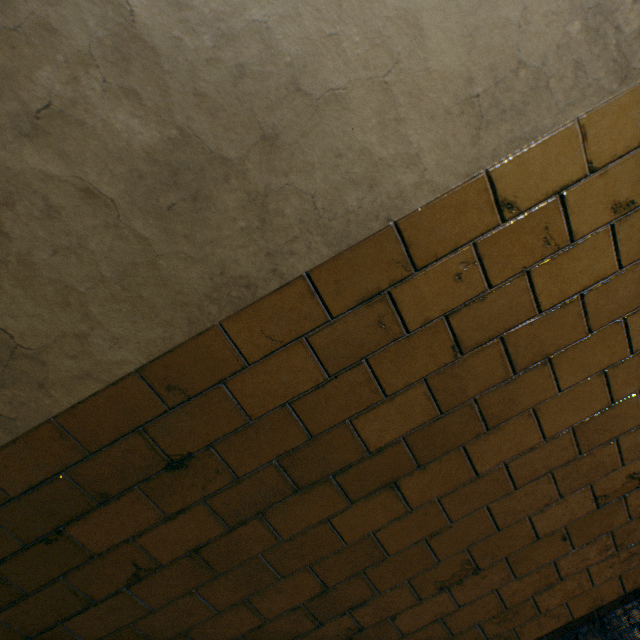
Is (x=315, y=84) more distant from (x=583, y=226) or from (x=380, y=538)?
(x=380, y=538)
